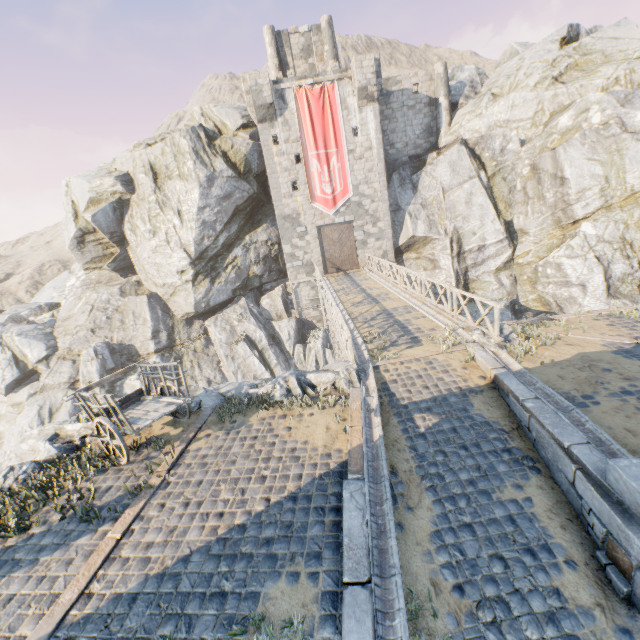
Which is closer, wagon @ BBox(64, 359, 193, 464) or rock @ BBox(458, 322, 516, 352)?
wagon @ BBox(64, 359, 193, 464)

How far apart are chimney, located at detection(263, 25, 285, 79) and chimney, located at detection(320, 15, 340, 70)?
3.2 meters

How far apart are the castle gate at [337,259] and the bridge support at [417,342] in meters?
16.8 m

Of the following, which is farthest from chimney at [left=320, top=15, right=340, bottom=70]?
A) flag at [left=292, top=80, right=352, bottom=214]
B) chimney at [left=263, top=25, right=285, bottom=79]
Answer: flag at [left=292, top=80, right=352, bottom=214]

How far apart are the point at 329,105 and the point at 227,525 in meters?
26.3 m

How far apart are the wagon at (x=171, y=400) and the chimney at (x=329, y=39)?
28.5 meters

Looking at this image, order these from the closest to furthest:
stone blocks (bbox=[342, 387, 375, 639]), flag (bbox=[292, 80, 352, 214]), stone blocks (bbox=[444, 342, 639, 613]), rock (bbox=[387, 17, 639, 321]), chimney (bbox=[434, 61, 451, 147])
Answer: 1. stone blocks (bbox=[342, 387, 375, 639])
2. stone blocks (bbox=[444, 342, 639, 613])
3. rock (bbox=[387, 17, 639, 321])
4. flag (bbox=[292, 80, 352, 214])
5. chimney (bbox=[434, 61, 451, 147])

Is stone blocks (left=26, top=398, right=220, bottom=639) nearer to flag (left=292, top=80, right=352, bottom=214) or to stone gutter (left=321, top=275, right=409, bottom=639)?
stone gutter (left=321, top=275, right=409, bottom=639)
